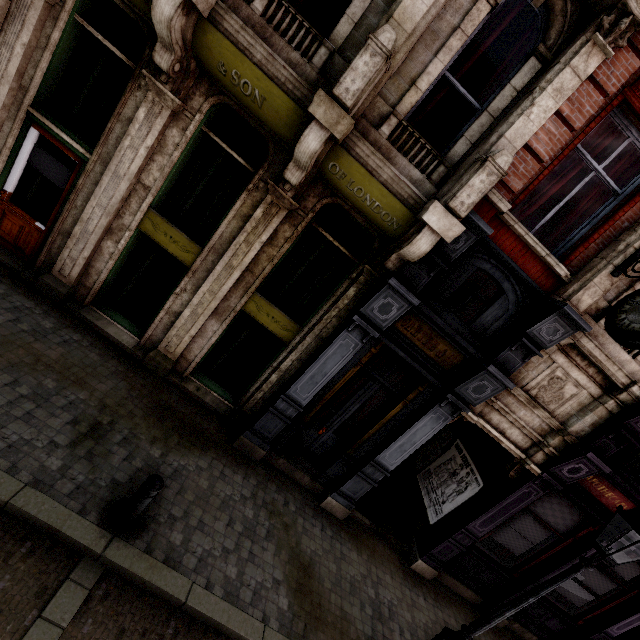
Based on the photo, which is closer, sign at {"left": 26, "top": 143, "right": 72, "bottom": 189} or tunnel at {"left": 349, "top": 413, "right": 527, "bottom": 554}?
sign at {"left": 26, "top": 143, "right": 72, "bottom": 189}

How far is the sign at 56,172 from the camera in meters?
6.0

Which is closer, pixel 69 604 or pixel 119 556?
pixel 69 604

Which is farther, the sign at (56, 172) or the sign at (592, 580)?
the sign at (592, 580)

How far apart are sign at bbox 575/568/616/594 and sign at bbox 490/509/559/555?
1.4 meters

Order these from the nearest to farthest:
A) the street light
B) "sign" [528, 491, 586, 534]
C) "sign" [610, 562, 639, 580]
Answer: the street light → "sign" [528, 491, 586, 534] → "sign" [610, 562, 639, 580]

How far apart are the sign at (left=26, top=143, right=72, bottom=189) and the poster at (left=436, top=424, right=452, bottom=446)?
10.9m
